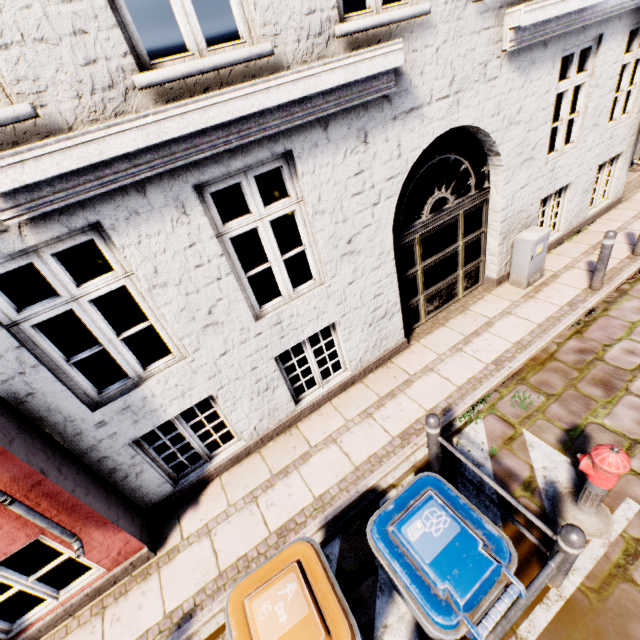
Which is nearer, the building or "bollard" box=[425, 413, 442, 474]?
the building

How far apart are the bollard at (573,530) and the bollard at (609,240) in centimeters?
489cm

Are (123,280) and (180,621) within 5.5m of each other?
yes

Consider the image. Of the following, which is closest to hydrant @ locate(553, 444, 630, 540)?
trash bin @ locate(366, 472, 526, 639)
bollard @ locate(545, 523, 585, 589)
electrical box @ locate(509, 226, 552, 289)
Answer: bollard @ locate(545, 523, 585, 589)

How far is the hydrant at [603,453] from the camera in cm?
270

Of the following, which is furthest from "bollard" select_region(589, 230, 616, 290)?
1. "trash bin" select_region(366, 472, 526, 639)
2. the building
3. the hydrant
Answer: "trash bin" select_region(366, 472, 526, 639)

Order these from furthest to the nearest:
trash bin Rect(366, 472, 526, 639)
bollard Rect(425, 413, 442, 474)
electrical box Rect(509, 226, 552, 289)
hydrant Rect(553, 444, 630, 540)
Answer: electrical box Rect(509, 226, 552, 289), bollard Rect(425, 413, 442, 474), hydrant Rect(553, 444, 630, 540), trash bin Rect(366, 472, 526, 639)

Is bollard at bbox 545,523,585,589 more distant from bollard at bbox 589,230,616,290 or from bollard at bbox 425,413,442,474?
bollard at bbox 589,230,616,290
